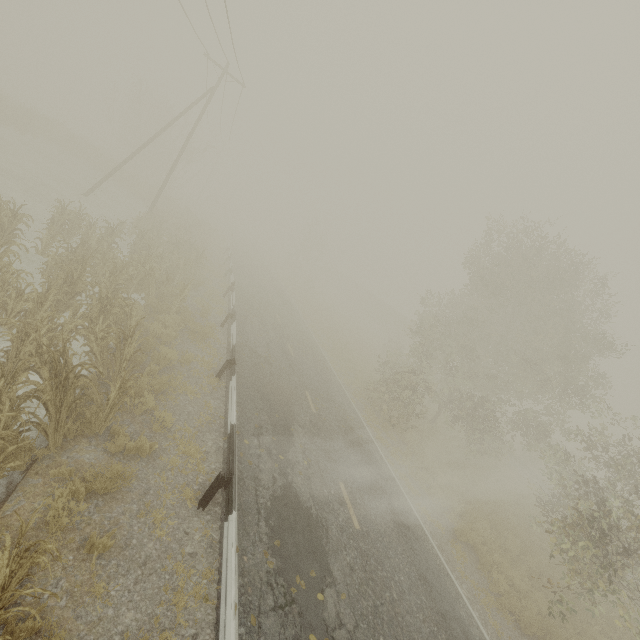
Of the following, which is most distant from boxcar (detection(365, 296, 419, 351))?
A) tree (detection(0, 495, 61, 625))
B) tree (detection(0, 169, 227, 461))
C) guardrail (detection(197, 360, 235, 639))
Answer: tree (detection(0, 495, 61, 625))

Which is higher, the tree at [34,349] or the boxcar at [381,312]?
the boxcar at [381,312]

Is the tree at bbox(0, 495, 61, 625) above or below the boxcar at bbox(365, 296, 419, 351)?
below

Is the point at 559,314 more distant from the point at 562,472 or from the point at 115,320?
the point at 115,320

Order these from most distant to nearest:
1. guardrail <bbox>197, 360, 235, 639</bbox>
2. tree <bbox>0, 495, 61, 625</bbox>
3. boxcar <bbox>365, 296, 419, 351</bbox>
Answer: boxcar <bbox>365, 296, 419, 351</bbox>, guardrail <bbox>197, 360, 235, 639</bbox>, tree <bbox>0, 495, 61, 625</bbox>

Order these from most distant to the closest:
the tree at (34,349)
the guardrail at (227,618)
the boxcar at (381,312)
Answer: the boxcar at (381,312), the tree at (34,349), the guardrail at (227,618)

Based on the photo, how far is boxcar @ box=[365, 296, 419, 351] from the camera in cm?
4947

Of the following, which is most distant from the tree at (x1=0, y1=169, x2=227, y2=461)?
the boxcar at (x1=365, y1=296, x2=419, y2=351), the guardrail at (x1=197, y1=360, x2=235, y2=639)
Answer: the boxcar at (x1=365, y1=296, x2=419, y2=351)
